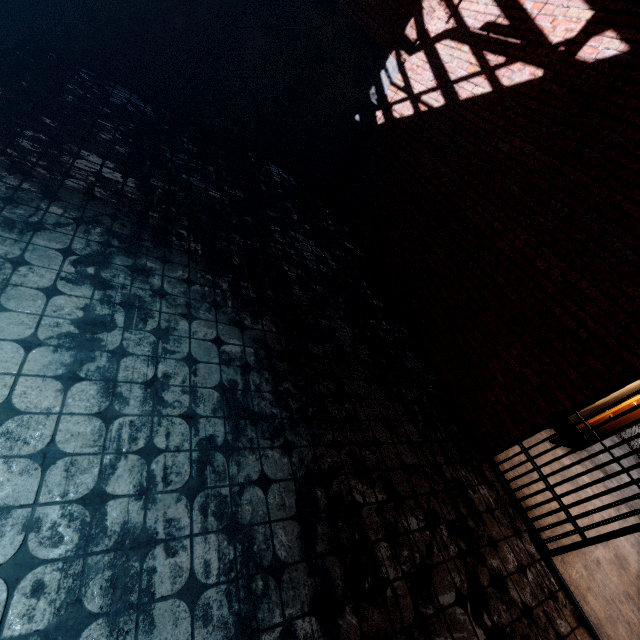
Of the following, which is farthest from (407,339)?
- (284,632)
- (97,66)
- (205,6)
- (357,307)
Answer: (97,66)
